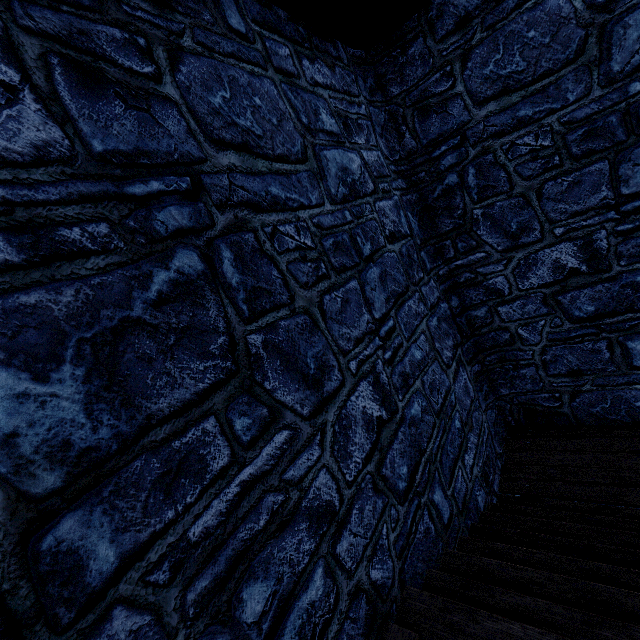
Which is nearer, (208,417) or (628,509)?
(208,417)
